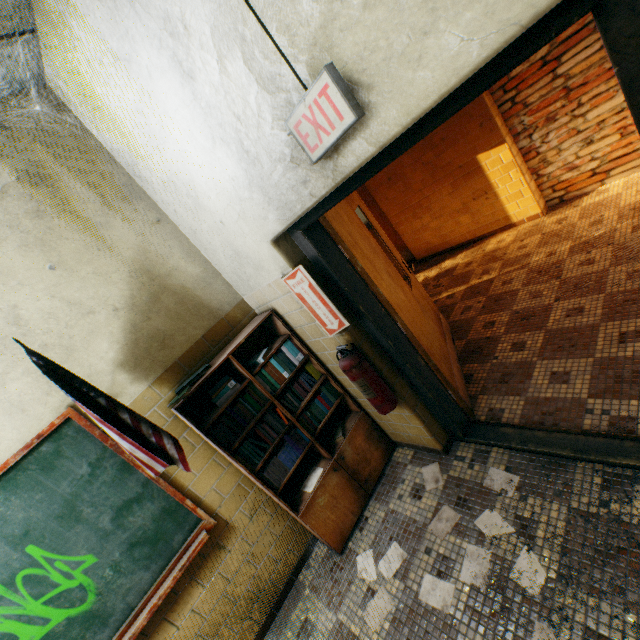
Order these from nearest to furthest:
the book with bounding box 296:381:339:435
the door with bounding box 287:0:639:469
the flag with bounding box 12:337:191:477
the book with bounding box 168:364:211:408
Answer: the door with bounding box 287:0:639:469 → the flag with bounding box 12:337:191:477 → the book with bounding box 168:364:211:408 → the book with bounding box 296:381:339:435

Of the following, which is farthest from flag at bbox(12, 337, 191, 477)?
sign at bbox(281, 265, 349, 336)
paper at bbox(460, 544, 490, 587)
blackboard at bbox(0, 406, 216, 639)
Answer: paper at bbox(460, 544, 490, 587)

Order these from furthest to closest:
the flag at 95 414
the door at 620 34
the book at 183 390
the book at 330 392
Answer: the book at 330 392
the book at 183 390
the flag at 95 414
the door at 620 34

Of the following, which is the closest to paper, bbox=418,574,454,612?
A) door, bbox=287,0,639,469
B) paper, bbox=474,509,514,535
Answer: paper, bbox=474,509,514,535

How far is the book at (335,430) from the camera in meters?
2.8 m

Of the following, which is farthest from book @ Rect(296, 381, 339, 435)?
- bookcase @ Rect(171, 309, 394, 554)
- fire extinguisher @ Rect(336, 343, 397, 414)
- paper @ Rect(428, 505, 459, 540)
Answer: paper @ Rect(428, 505, 459, 540)

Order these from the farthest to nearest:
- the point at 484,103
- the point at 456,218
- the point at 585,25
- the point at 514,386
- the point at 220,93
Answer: the point at 456,218
the point at 484,103
the point at 585,25
the point at 514,386
the point at 220,93

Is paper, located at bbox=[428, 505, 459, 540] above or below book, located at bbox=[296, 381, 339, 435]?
below
